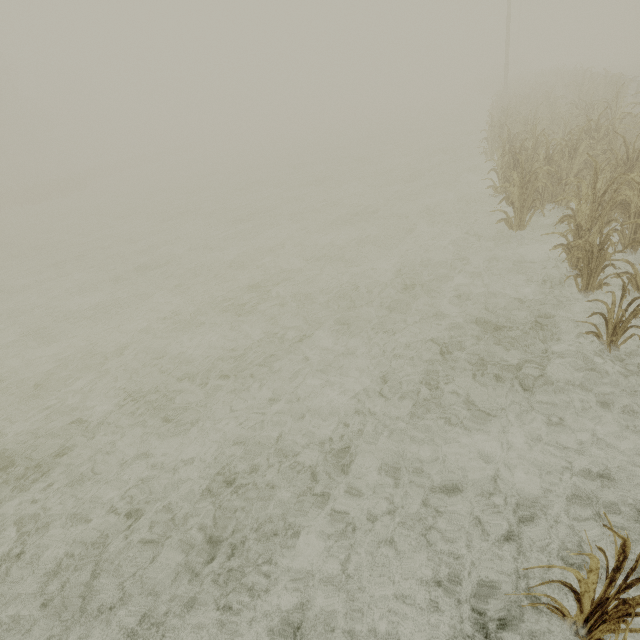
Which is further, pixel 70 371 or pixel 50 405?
pixel 70 371

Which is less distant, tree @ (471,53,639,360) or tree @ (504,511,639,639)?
tree @ (504,511,639,639)

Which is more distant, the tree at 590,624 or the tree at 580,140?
the tree at 580,140
